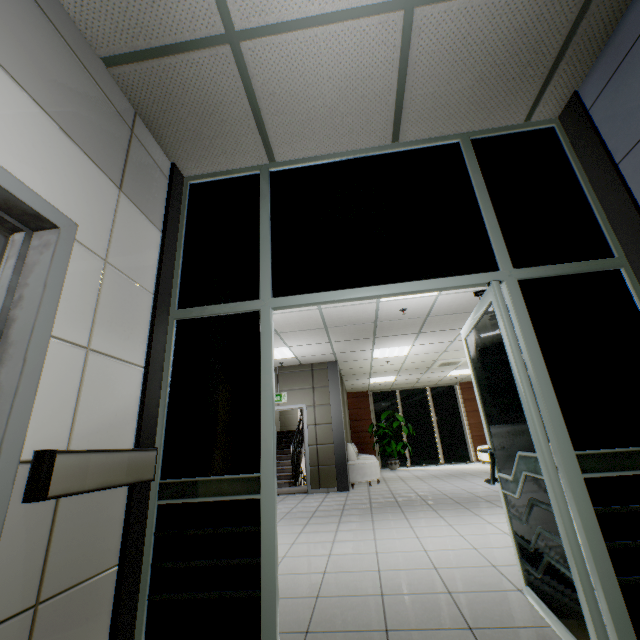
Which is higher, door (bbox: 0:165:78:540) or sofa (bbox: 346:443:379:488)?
door (bbox: 0:165:78:540)

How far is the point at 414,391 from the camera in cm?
1462

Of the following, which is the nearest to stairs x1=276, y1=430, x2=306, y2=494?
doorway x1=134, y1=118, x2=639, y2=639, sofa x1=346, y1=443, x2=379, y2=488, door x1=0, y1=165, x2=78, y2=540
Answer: sofa x1=346, y1=443, x2=379, y2=488

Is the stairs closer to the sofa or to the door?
the sofa

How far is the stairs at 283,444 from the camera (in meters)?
8.94

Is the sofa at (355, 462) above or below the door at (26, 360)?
below

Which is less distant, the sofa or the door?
the door

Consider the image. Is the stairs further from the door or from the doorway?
the door
